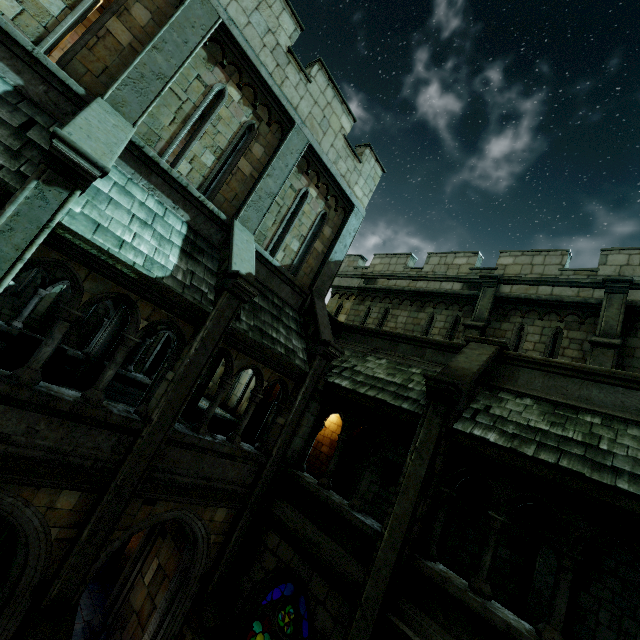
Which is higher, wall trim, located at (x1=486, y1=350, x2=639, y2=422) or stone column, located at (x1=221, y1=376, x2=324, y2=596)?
wall trim, located at (x1=486, y1=350, x2=639, y2=422)

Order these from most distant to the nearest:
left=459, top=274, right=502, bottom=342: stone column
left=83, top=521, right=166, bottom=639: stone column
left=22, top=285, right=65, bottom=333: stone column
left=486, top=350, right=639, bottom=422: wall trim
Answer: left=22, top=285, right=65, bottom=333: stone column
left=459, top=274, right=502, bottom=342: stone column
left=83, top=521, right=166, bottom=639: stone column
left=486, top=350, right=639, bottom=422: wall trim

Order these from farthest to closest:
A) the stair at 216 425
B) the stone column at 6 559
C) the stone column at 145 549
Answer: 1. the stair at 216 425
2. the stone column at 145 549
3. the stone column at 6 559

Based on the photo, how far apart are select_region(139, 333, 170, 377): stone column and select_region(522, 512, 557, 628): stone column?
14.82m

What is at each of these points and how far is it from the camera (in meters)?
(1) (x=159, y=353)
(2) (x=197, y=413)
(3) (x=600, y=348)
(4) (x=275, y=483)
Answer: (1) stone column, 14.80
(2) stair, 12.38
(3) stone column, 8.81
(4) stone column, 7.93

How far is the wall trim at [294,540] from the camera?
5.9m

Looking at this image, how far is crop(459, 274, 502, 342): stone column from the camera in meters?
11.2 m

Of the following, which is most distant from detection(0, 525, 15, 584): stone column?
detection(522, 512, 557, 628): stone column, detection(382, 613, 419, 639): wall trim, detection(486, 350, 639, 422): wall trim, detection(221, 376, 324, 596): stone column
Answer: detection(522, 512, 557, 628): stone column
